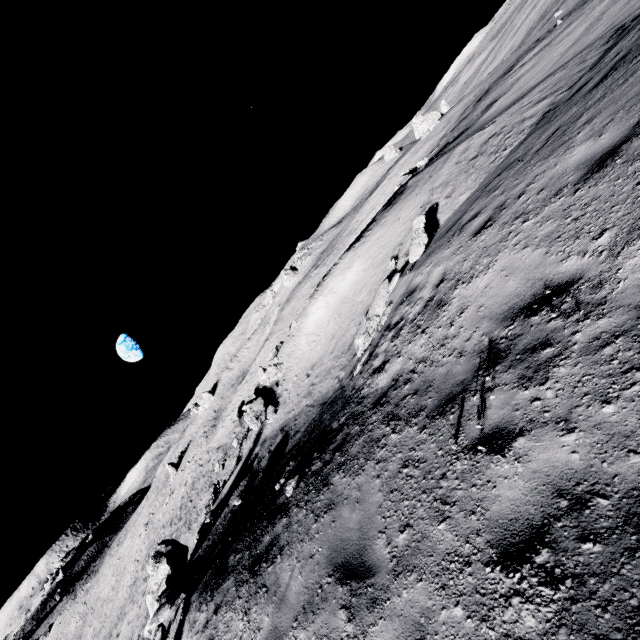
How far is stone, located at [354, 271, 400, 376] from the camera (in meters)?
9.35

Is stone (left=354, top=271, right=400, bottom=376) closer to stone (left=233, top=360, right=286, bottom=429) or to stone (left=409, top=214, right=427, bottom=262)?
stone (left=409, top=214, right=427, bottom=262)

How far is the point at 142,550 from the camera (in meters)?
48.06

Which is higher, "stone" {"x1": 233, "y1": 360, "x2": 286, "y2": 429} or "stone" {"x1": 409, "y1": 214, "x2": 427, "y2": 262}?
"stone" {"x1": 409, "y1": 214, "x2": 427, "y2": 262}

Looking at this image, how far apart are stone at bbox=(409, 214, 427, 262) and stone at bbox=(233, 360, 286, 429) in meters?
12.4 m

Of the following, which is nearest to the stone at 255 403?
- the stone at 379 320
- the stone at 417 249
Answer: the stone at 379 320
